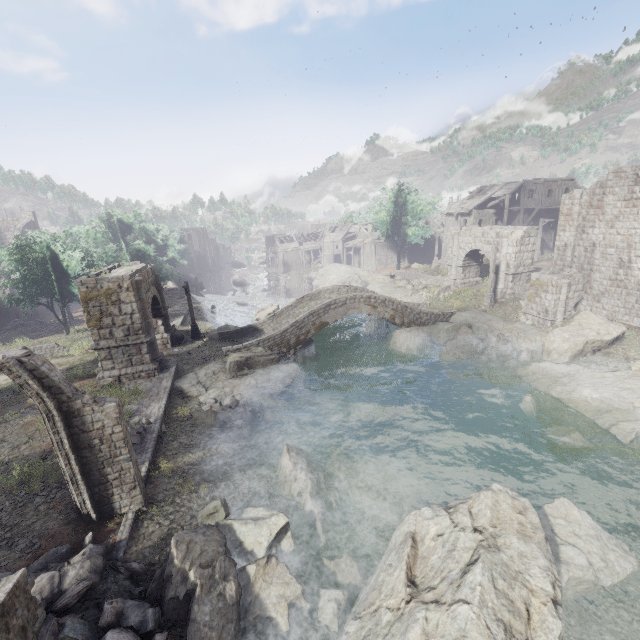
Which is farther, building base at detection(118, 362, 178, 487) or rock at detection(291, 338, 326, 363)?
rock at detection(291, 338, 326, 363)

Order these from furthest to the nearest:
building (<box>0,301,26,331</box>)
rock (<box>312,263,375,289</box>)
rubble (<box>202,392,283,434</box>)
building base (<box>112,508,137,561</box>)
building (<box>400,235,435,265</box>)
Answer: building (<box>400,235,435,265</box>)
rock (<box>312,263,375,289</box>)
building (<box>0,301,26,331</box>)
rubble (<box>202,392,283,434</box>)
building base (<box>112,508,137,561</box>)

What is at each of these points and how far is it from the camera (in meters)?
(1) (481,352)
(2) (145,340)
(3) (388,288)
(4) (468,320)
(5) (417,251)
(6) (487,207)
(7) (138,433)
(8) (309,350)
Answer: (1) rubble, 22.52
(2) stone arch, 18.28
(3) rock, 40.00
(4) rock, 26.97
(5) building, 56.44
(6) building, 39.94
(7) rubble, 13.52
(8) rock, 25.03

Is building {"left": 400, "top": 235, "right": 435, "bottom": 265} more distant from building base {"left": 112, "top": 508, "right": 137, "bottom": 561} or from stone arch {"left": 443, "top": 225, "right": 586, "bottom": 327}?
building base {"left": 112, "top": 508, "right": 137, "bottom": 561}

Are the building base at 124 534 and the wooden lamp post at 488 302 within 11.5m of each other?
no

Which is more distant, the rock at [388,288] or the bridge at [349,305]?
the rock at [388,288]

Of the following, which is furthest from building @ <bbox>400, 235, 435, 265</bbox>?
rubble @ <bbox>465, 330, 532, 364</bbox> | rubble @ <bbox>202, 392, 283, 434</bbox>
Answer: rubble @ <bbox>202, 392, 283, 434</bbox>

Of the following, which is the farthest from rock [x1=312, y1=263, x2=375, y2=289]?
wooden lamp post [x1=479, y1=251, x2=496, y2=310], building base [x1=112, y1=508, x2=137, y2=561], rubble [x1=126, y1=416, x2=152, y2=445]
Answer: building base [x1=112, y1=508, x2=137, y2=561]
